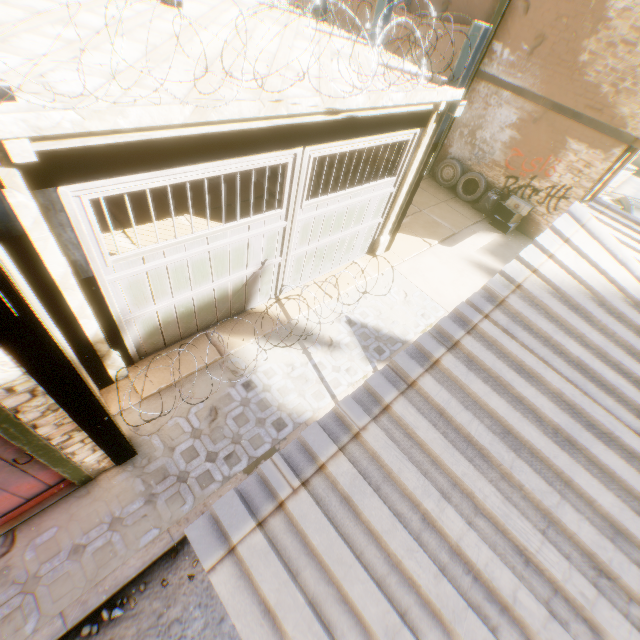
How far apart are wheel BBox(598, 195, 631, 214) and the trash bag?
6.41m

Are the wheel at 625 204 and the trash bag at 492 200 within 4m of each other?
no

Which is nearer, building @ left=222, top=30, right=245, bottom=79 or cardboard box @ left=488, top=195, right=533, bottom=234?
building @ left=222, top=30, right=245, bottom=79

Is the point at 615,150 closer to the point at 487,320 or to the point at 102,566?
the point at 487,320

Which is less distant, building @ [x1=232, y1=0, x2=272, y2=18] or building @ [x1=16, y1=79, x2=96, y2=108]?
building @ [x1=16, y1=79, x2=96, y2=108]

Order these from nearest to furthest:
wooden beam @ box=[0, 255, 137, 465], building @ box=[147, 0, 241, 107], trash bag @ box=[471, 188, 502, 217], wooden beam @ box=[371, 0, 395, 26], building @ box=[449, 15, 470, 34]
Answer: wooden beam @ box=[0, 255, 137, 465], building @ box=[147, 0, 241, 107], wooden beam @ box=[371, 0, 395, 26], building @ box=[449, 15, 470, 34], trash bag @ box=[471, 188, 502, 217]

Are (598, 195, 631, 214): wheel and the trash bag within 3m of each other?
no

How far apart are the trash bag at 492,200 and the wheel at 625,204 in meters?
6.4 m
